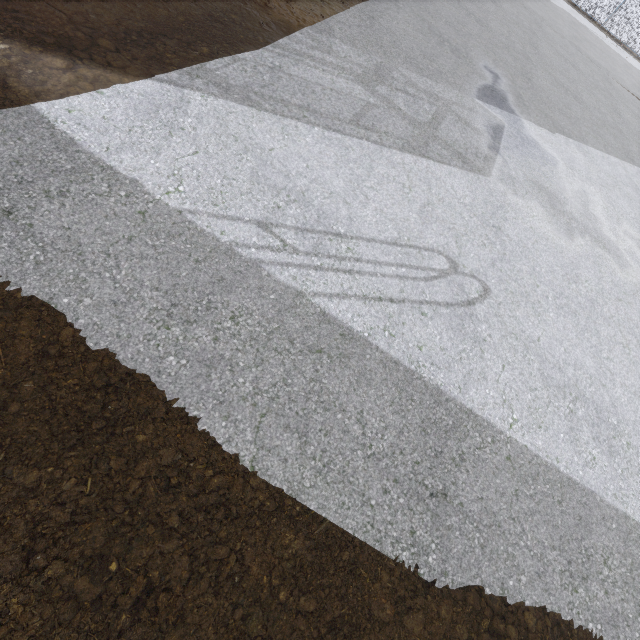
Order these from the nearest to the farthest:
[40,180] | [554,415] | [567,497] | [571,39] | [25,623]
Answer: [25,623] → [40,180] → [567,497] → [554,415] → [571,39]
